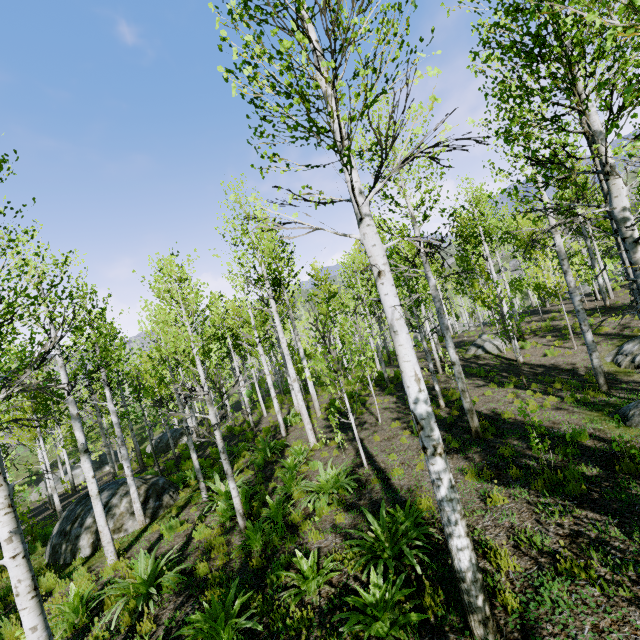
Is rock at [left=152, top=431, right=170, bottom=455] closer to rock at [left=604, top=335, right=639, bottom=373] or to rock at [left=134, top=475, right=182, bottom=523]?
rock at [left=134, top=475, right=182, bottom=523]

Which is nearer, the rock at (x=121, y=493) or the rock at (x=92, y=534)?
the rock at (x=92, y=534)

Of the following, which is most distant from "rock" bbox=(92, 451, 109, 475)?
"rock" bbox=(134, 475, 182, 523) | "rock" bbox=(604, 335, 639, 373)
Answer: "rock" bbox=(604, 335, 639, 373)

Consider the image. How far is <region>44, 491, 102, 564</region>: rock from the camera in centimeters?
933cm

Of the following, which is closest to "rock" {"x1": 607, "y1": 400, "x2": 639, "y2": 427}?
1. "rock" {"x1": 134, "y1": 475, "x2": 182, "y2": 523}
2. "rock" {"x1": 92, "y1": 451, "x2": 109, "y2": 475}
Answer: "rock" {"x1": 134, "y1": 475, "x2": 182, "y2": 523}

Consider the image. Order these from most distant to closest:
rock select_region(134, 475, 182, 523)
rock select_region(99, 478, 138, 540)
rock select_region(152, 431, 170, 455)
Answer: rock select_region(152, 431, 170, 455)
rock select_region(134, 475, 182, 523)
rock select_region(99, 478, 138, 540)

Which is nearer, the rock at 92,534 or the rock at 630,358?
the rock at 92,534

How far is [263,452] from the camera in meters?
12.8 m
